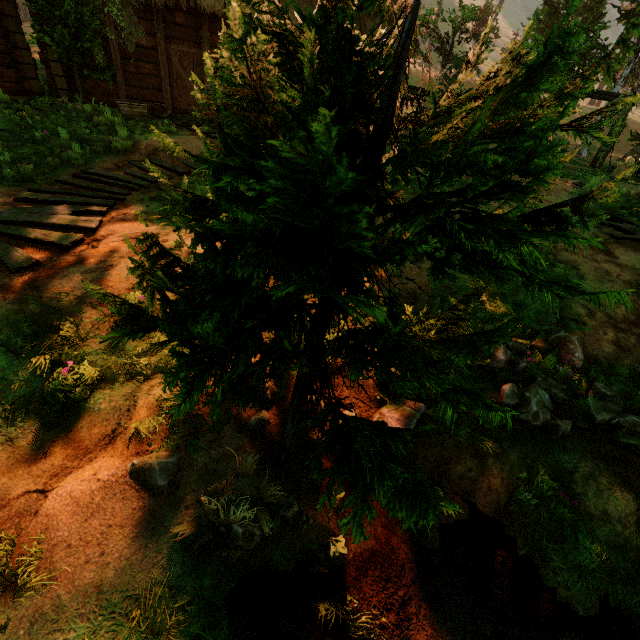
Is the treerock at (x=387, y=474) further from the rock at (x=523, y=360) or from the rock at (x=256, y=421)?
the rock at (x=523, y=360)

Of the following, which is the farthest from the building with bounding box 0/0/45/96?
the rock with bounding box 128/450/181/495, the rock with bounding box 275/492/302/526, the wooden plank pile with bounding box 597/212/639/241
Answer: the rock with bounding box 275/492/302/526

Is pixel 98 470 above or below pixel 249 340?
below

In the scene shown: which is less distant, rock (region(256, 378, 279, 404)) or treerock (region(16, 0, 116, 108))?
rock (region(256, 378, 279, 404))

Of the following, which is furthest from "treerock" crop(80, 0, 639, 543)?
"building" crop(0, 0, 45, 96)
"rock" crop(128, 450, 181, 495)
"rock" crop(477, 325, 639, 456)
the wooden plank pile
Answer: the wooden plank pile

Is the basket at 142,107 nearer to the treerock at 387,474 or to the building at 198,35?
the building at 198,35

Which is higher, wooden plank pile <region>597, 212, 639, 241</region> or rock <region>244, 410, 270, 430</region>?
wooden plank pile <region>597, 212, 639, 241</region>

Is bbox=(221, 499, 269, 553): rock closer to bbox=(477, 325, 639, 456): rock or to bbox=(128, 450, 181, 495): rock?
bbox=(128, 450, 181, 495): rock
